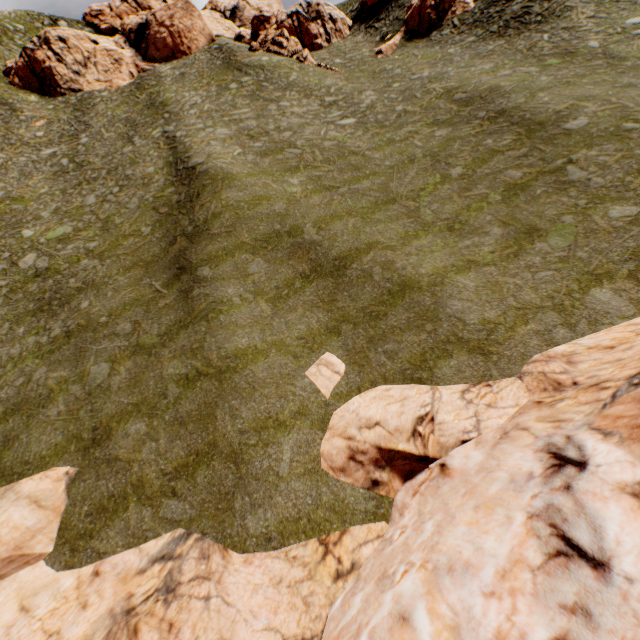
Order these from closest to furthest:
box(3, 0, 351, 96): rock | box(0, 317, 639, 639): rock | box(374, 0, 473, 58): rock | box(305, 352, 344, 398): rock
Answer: box(0, 317, 639, 639): rock → box(305, 352, 344, 398): rock → box(374, 0, 473, 58): rock → box(3, 0, 351, 96): rock

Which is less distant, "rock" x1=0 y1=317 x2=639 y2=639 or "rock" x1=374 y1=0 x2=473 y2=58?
"rock" x1=0 y1=317 x2=639 y2=639

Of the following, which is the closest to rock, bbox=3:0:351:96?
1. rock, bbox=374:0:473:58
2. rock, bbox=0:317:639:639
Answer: rock, bbox=374:0:473:58

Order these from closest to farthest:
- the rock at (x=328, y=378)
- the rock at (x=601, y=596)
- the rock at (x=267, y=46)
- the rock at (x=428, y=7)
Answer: the rock at (x=601, y=596)
the rock at (x=328, y=378)
the rock at (x=428, y=7)
the rock at (x=267, y=46)

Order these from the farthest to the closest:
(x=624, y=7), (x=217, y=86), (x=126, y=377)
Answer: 1. (x=217, y=86)
2. (x=624, y=7)
3. (x=126, y=377)

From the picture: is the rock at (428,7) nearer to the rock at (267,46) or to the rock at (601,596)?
the rock at (267,46)
